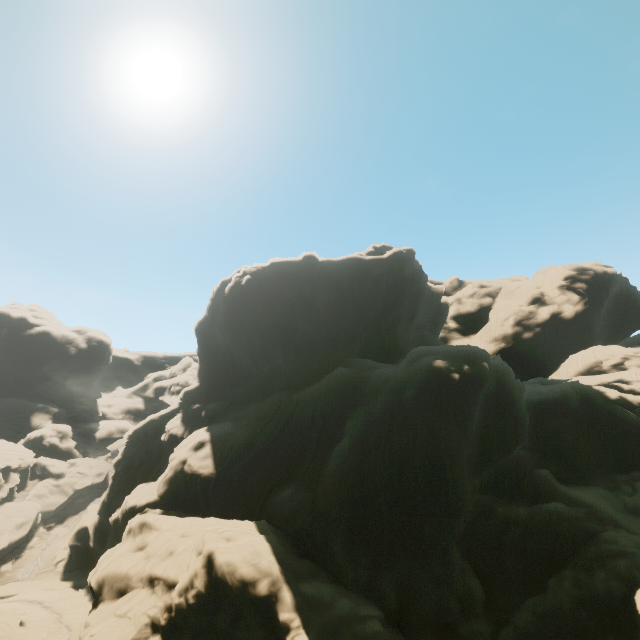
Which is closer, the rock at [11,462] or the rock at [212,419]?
the rock at [212,419]

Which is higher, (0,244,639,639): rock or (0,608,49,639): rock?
(0,244,639,639): rock

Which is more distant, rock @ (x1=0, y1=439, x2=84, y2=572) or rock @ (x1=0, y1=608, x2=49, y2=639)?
rock @ (x1=0, y1=439, x2=84, y2=572)

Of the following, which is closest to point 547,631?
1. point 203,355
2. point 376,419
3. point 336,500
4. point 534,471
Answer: point 534,471

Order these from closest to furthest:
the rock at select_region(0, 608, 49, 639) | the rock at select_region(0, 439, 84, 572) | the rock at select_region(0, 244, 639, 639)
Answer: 1. the rock at select_region(0, 244, 639, 639)
2. the rock at select_region(0, 608, 49, 639)
3. the rock at select_region(0, 439, 84, 572)

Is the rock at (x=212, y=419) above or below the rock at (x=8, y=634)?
above
